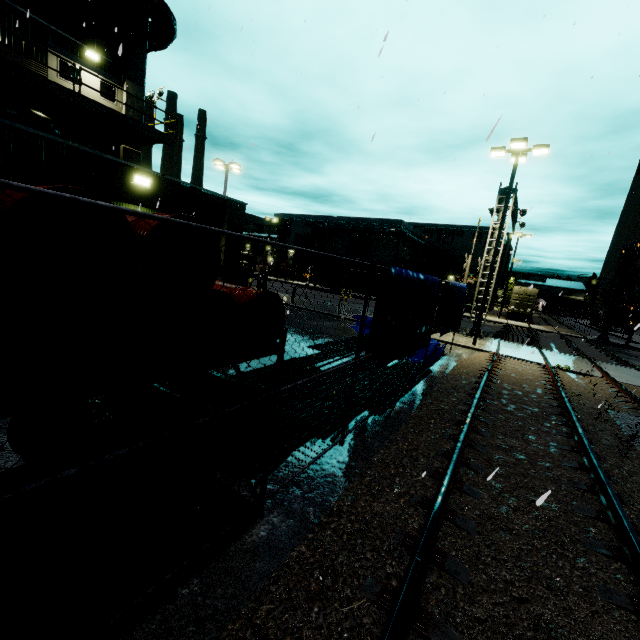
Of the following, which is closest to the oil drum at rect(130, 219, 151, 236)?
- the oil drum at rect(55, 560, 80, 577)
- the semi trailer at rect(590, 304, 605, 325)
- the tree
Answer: the oil drum at rect(55, 560, 80, 577)

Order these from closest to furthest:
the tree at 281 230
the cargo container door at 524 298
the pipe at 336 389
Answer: → the pipe at 336 389 < the cargo container door at 524 298 < the tree at 281 230

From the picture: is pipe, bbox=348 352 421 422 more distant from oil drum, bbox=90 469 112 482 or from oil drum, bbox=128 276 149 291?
oil drum, bbox=128 276 149 291

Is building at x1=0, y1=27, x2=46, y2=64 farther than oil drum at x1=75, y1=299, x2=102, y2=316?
Yes

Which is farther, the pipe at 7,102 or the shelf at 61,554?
the pipe at 7,102

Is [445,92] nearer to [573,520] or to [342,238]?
[573,520]

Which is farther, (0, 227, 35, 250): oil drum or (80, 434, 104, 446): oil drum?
(80, 434, 104, 446): oil drum

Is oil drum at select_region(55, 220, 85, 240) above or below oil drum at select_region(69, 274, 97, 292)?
above
